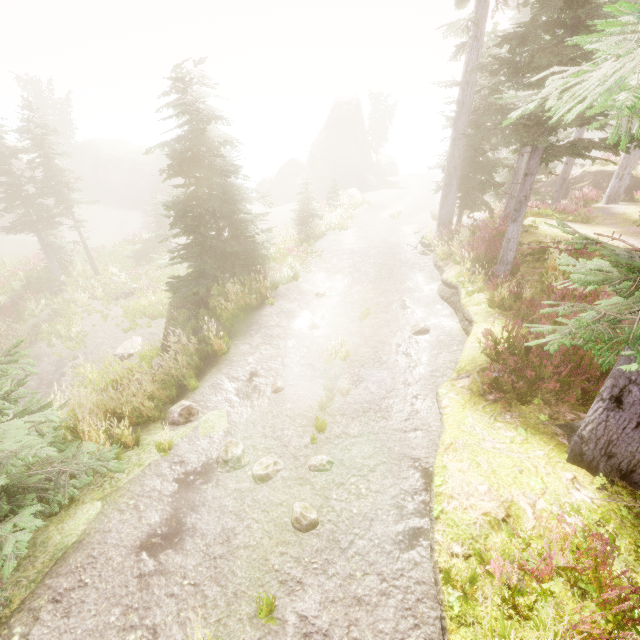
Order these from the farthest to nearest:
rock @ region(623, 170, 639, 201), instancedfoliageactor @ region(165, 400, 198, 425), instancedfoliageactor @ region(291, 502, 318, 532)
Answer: rock @ region(623, 170, 639, 201) → instancedfoliageactor @ region(165, 400, 198, 425) → instancedfoliageactor @ region(291, 502, 318, 532)

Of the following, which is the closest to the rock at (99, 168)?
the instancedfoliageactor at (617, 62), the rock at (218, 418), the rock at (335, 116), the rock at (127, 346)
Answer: the instancedfoliageactor at (617, 62)

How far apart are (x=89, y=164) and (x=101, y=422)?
50.16m

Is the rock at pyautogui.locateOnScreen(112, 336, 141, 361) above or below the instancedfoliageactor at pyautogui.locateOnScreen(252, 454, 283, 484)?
below

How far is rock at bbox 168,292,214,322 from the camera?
13.4m

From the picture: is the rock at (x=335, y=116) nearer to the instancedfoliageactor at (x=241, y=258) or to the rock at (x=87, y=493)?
the instancedfoliageactor at (x=241, y=258)

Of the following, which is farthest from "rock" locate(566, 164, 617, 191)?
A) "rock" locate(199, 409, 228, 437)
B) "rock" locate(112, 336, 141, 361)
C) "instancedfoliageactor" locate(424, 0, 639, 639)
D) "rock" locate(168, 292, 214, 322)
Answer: "rock" locate(112, 336, 141, 361)

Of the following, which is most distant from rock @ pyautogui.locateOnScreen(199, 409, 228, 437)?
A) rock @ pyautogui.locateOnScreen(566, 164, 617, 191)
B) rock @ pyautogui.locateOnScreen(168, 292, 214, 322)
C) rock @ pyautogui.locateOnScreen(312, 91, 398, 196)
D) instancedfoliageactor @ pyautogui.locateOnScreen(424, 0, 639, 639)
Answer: rock @ pyautogui.locateOnScreen(312, 91, 398, 196)
